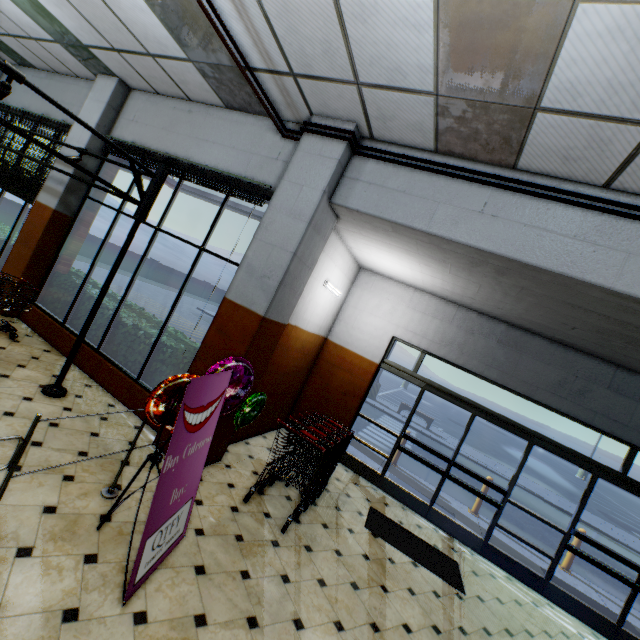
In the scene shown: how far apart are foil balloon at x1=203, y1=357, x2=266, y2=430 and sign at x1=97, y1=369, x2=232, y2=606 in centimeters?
9cm

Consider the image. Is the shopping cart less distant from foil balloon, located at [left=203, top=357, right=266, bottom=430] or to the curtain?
foil balloon, located at [left=203, top=357, right=266, bottom=430]

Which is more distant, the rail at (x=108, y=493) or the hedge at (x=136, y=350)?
the hedge at (x=136, y=350)

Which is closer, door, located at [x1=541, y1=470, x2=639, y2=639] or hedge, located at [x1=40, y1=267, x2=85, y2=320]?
door, located at [x1=541, y1=470, x2=639, y2=639]

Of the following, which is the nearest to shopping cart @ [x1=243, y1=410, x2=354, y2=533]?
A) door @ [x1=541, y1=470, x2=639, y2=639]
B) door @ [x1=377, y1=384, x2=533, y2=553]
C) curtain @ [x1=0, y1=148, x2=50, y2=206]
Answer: door @ [x1=377, y1=384, x2=533, y2=553]

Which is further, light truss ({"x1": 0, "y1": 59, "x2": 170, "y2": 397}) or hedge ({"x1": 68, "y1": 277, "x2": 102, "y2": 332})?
hedge ({"x1": 68, "y1": 277, "x2": 102, "y2": 332})

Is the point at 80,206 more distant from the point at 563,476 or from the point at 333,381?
the point at 563,476

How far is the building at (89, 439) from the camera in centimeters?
326cm
